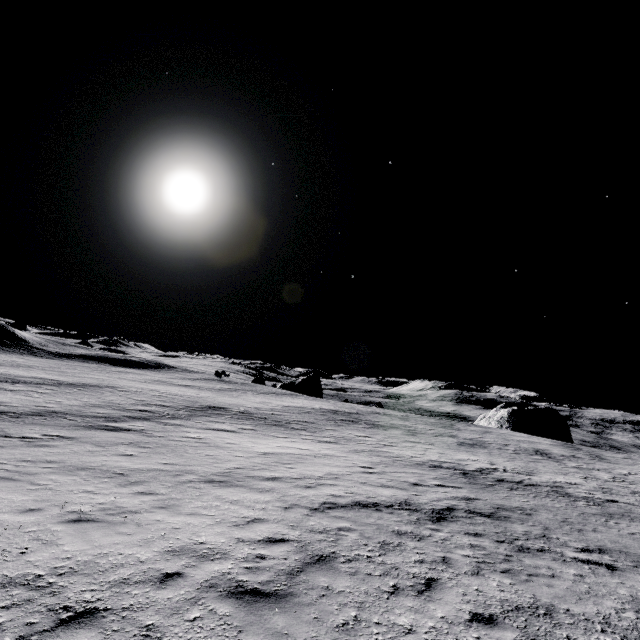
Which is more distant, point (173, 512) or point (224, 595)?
point (173, 512)

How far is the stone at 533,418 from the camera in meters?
53.6

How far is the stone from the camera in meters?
53.6 m
